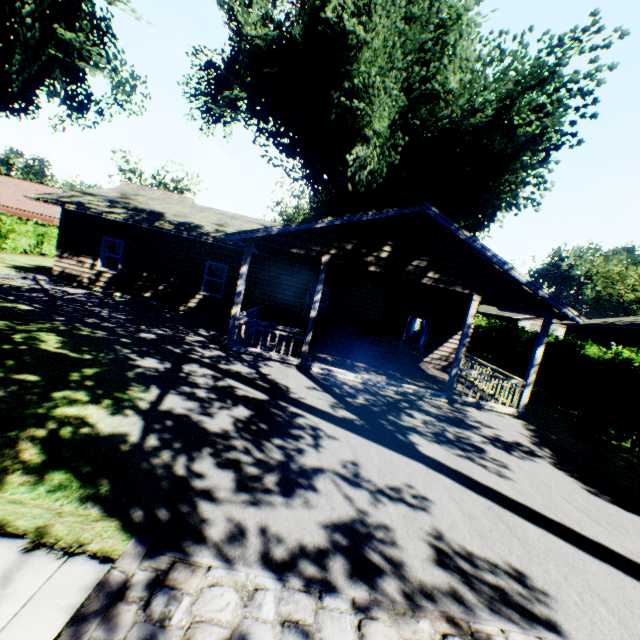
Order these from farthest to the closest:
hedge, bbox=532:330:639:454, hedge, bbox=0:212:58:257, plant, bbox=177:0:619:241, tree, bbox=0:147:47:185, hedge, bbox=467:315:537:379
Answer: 1. tree, bbox=0:147:47:185
2. hedge, bbox=0:212:58:257
3. hedge, bbox=467:315:537:379
4. plant, bbox=177:0:619:241
5. hedge, bbox=532:330:639:454

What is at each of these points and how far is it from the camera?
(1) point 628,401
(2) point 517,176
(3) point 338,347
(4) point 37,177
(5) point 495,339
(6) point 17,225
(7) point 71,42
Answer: (1) hedge, 9.4 meters
(2) plant, 17.6 meters
(3) house, 15.2 meters
(4) tree, 58.3 meters
(5) hedge, 23.6 meters
(6) hedge, 22.4 meters
(7) plant, 17.0 meters

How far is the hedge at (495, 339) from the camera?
17.9m

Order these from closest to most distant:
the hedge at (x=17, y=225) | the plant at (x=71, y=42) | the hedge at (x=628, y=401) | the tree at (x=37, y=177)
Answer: the hedge at (x=628, y=401)
the plant at (x=71, y=42)
the hedge at (x=17, y=225)
the tree at (x=37, y=177)

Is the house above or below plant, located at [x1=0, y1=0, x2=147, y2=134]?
below

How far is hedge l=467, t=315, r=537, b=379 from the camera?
17.9 meters

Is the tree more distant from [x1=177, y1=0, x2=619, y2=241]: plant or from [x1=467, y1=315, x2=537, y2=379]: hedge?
[x1=177, y1=0, x2=619, y2=241]: plant

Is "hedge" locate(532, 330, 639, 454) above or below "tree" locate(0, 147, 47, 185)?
below
